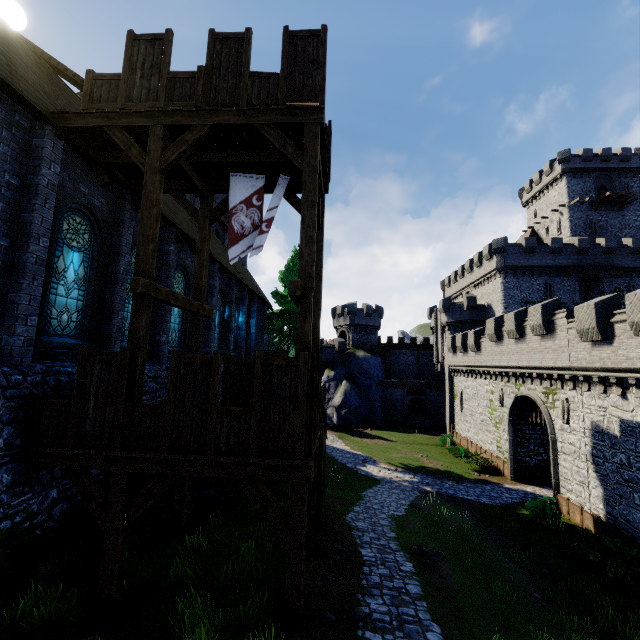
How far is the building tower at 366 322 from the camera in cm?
4966

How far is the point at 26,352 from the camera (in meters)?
7.45

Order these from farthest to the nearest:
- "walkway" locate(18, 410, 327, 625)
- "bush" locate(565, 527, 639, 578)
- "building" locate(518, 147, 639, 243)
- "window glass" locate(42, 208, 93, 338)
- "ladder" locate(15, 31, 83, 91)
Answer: "building" locate(518, 147, 639, 243) → "bush" locate(565, 527, 639, 578) → "ladder" locate(15, 31, 83, 91) → "window glass" locate(42, 208, 93, 338) → "walkway" locate(18, 410, 327, 625)

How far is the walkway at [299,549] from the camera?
6.4m

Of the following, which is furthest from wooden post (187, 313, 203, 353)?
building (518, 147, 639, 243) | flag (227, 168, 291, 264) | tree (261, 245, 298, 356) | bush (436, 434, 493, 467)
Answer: building (518, 147, 639, 243)

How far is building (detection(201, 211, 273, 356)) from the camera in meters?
18.4

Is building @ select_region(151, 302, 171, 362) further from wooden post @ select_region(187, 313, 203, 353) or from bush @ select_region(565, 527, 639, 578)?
bush @ select_region(565, 527, 639, 578)

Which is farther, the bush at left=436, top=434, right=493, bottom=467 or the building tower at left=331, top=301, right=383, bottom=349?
the building tower at left=331, top=301, right=383, bottom=349
